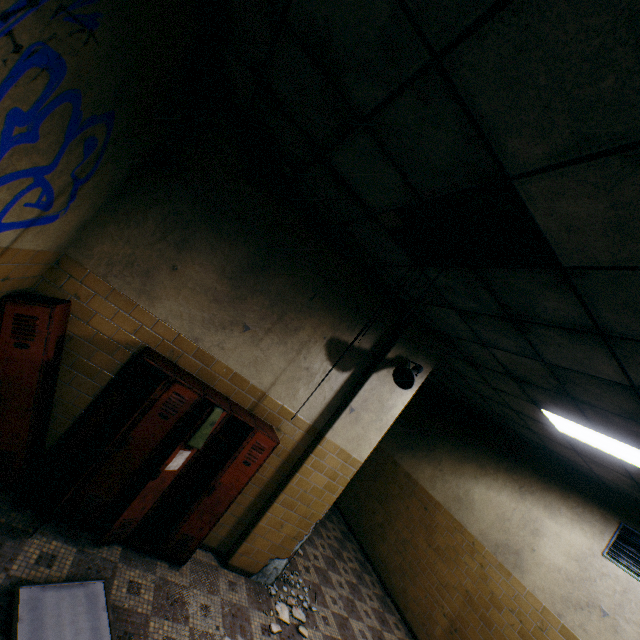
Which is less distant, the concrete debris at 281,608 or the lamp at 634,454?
the lamp at 634,454

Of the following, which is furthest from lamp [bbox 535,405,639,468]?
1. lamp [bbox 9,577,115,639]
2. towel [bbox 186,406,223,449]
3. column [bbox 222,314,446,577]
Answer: lamp [bbox 9,577,115,639]

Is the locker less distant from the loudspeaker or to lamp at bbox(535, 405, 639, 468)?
the loudspeaker

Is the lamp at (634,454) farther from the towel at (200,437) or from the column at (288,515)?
the towel at (200,437)

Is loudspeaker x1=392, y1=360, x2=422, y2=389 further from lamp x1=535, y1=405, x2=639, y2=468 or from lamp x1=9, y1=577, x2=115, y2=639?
lamp x1=9, y1=577, x2=115, y2=639

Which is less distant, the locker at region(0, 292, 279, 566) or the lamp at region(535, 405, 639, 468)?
the locker at region(0, 292, 279, 566)

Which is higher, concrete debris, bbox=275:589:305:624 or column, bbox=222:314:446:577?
column, bbox=222:314:446:577

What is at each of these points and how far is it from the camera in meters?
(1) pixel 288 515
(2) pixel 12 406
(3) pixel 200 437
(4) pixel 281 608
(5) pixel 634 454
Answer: (1) column, 4.1 m
(2) locker, 2.7 m
(3) towel, 3.1 m
(4) concrete debris, 4.0 m
(5) lamp, 3.4 m
